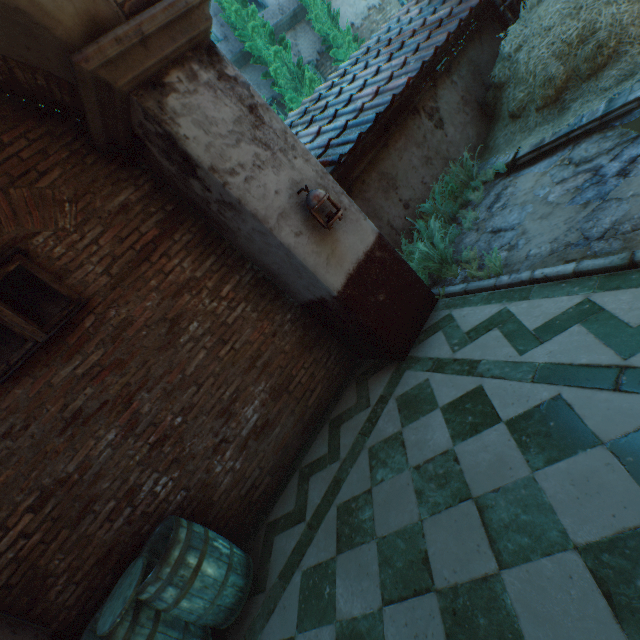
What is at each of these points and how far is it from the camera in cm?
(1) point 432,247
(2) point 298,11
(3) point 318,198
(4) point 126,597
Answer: (1) plants, 445
(2) building, 911
(3) lantern, 313
(4) barrel lid, 275

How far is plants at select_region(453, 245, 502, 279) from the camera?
3.6m

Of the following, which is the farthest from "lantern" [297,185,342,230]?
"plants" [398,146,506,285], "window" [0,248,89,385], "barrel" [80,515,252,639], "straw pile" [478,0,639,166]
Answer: "straw pile" [478,0,639,166]

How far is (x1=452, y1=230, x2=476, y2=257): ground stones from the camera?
4.6 meters

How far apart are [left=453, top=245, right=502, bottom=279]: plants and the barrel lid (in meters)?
4.45

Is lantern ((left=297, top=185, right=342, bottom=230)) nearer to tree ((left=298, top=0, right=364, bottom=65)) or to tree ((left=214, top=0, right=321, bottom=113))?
tree ((left=214, top=0, right=321, bottom=113))

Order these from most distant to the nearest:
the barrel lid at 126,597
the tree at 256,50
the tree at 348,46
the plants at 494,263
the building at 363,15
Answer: the building at 363,15 < the tree at 348,46 < the tree at 256,50 < the plants at 494,263 < the barrel lid at 126,597

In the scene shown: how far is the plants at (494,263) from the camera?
3.64m
